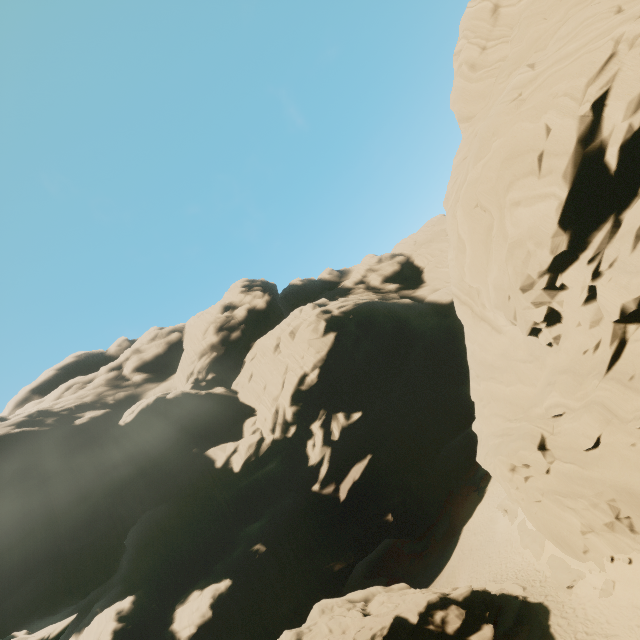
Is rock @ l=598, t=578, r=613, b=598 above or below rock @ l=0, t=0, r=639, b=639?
below

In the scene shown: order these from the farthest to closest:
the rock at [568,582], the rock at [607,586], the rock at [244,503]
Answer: the rock at [568,582] → the rock at [607,586] → the rock at [244,503]

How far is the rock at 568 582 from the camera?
18.1m

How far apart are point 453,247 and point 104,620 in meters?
48.7

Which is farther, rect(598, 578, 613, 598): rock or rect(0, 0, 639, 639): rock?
rect(598, 578, 613, 598): rock

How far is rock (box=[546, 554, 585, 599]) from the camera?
18.1m

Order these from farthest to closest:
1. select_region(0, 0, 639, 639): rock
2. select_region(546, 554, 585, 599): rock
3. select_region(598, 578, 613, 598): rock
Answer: select_region(546, 554, 585, 599): rock < select_region(598, 578, 613, 598): rock < select_region(0, 0, 639, 639): rock
